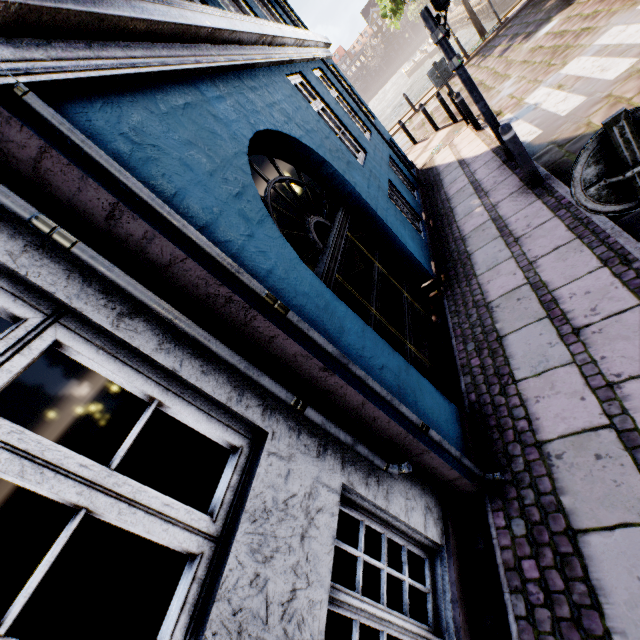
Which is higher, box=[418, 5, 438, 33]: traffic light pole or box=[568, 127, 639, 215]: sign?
box=[418, 5, 438, 33]: traffic light pole

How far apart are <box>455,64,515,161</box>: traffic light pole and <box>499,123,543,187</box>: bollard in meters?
1.3 m

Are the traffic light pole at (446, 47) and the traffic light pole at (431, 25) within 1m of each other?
yes

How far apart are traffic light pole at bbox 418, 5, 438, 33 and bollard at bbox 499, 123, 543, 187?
2.1m

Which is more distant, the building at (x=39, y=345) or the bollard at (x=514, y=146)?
the bollard at (x=514, y=146)

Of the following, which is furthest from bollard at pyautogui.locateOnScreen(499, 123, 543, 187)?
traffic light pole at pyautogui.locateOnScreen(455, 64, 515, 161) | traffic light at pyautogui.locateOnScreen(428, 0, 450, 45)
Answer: traffic light at pyautogui.locateOnScreen(428, 0, 450, 45)

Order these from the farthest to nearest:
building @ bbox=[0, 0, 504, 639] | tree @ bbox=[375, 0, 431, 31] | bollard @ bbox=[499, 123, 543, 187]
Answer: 1. tree @ bbox=[375, 0, 431, 31]
2. bollard @ bbox=[499, 123, 543, 187]
3. building @ bbox=[0, 0, 504, 639]

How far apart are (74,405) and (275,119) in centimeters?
360cm
